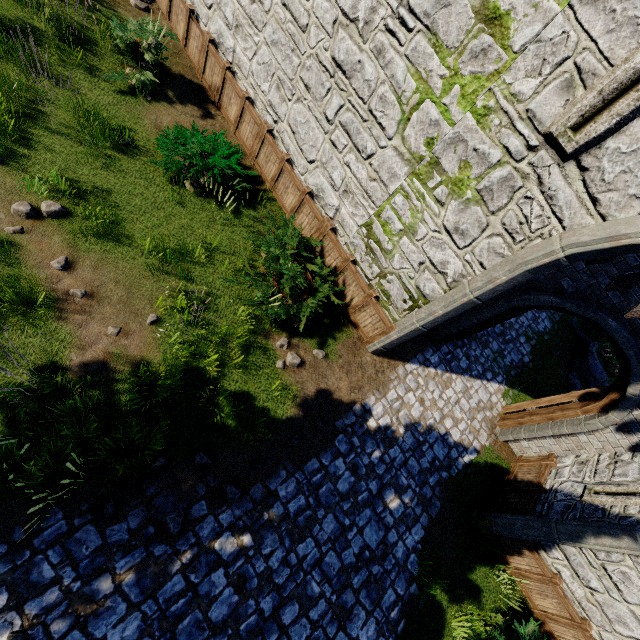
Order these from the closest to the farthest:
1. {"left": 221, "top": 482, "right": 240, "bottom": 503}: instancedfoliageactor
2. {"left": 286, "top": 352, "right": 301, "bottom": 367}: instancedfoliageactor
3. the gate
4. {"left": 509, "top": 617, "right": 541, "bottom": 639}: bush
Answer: the gate < {"left": 221, "top": 482, "right": 240, "bottom": 503}: instancedfoliageactor < {"left": 509, "top": 617, "right": 541, "bottom": 639}: bush < {"left": 286, "top": 352, "right": 301, "bottom": 367}: instancedfoliageactor

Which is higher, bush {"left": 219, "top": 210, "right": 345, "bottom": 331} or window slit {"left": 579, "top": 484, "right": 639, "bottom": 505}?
window slit {"left": 579, "top": 484, "right": 639, "bottom": 505}

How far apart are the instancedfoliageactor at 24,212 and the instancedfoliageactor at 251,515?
6.3 meters

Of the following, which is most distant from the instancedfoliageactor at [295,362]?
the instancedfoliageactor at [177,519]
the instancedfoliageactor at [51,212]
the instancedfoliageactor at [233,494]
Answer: the instancedfoliageactor at [51,212]

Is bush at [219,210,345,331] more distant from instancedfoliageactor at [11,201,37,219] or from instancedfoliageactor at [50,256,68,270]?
instancedfoliageactor at [11,201,37,219]

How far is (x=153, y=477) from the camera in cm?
500

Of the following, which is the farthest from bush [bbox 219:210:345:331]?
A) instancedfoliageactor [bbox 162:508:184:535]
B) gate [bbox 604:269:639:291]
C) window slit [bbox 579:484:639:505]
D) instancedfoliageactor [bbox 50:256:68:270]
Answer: window slit [bbox 579:484:639:505]

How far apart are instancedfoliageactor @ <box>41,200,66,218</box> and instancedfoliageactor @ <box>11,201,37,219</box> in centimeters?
10cm
